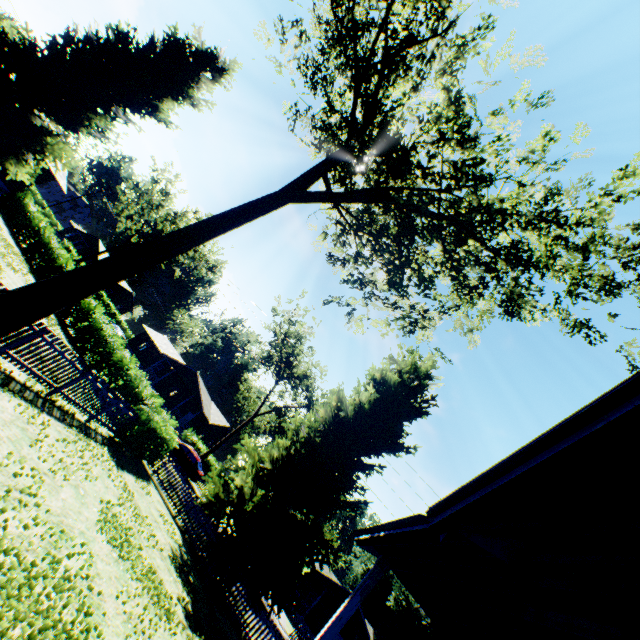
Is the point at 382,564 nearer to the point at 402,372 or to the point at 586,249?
the point at 586,249

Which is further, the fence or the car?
the car

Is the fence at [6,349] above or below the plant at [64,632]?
above

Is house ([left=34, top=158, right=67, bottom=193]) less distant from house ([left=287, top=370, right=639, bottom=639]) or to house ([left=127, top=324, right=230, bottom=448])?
house ([left=127, top=324, right=230, bottom=448])

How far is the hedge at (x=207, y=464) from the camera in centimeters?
3972cm

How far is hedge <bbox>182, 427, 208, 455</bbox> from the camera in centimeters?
3294cm

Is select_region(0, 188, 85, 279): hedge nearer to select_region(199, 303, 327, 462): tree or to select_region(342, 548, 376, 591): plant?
select_region(342, 548, 376, 591): plant

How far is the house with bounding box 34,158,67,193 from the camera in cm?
2592
